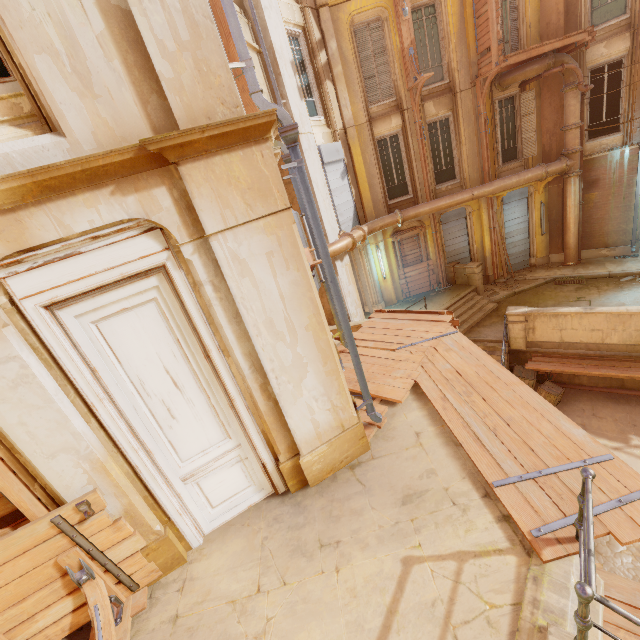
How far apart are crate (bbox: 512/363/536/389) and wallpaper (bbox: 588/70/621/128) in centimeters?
1673cm

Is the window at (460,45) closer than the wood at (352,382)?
No

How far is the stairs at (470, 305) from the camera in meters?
13.2 m

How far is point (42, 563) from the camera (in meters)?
3.51

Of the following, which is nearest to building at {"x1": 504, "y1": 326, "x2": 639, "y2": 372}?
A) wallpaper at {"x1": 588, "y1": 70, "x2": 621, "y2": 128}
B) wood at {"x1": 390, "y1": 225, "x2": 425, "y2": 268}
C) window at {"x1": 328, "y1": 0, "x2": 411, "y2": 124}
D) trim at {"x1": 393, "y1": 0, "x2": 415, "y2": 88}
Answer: wood at {"x1": 390, "y1": 225, "x2": 425, "y2": 268}

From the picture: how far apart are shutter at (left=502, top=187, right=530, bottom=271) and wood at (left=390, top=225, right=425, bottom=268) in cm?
381

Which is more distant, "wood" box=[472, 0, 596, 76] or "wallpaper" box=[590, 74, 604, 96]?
"wallpaper" box=[590, 74, 604, 96]

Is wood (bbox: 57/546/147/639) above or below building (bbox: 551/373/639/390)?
above
